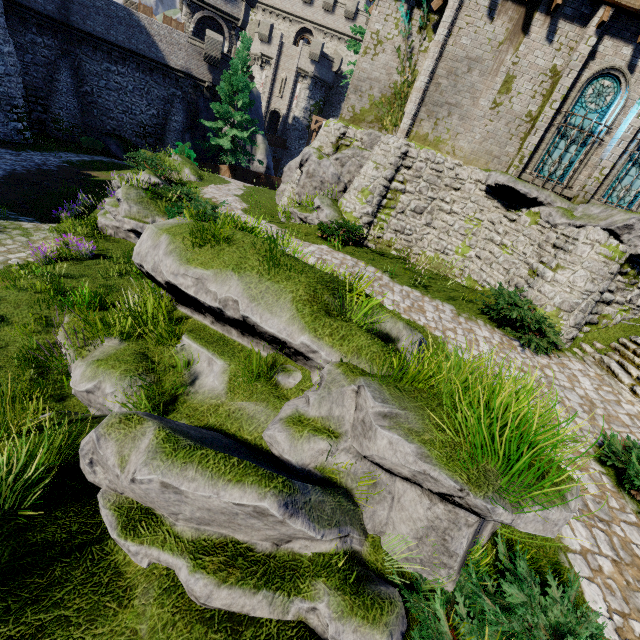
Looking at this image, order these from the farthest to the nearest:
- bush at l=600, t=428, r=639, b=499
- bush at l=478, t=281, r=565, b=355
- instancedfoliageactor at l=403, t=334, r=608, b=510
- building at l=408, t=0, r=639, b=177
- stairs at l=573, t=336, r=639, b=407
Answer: building at l=408, t=0, r=639, b=177 < bush at l=478, t=281, r=565, b=355 < stairs at l=573, t=336, r=639, b=407 < bush at l=600, t=428, r=639, b=499 < instancedfoliageactor at l=403, t=334, r=608, b=510

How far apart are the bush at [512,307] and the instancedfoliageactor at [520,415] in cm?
634

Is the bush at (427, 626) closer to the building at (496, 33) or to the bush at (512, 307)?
the bush at (512, 307)

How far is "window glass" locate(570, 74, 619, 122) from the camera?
11.8m

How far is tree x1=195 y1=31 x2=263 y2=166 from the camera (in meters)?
24.80

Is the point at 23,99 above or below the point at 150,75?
below

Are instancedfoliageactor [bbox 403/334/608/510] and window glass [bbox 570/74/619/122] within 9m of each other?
no

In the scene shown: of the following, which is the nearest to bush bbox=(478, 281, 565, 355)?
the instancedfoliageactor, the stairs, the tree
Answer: the stairs
